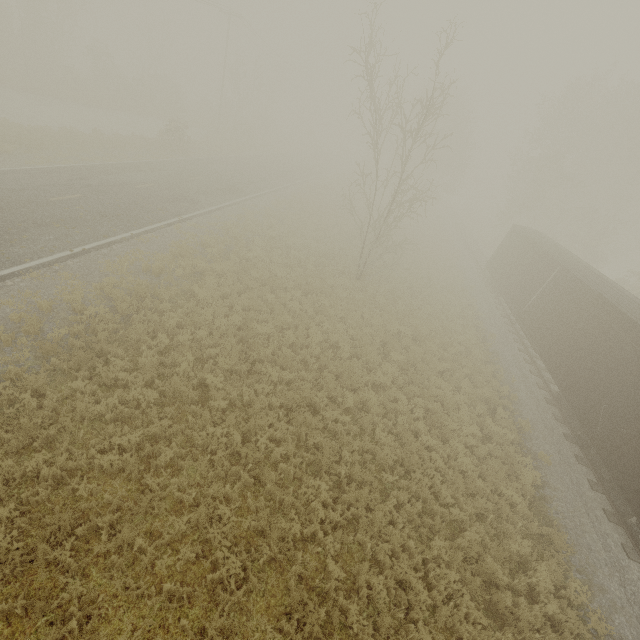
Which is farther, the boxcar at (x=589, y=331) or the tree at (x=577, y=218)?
the tree at (x=577, y=218)

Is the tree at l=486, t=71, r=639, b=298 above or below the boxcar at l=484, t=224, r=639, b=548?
above

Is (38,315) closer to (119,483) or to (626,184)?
(119,483)

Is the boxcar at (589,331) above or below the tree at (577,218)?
below

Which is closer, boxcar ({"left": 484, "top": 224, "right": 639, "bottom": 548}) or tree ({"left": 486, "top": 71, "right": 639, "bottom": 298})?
boxcar ({"left": 484, "top": 224, "right": 639, "bottom": 548})
